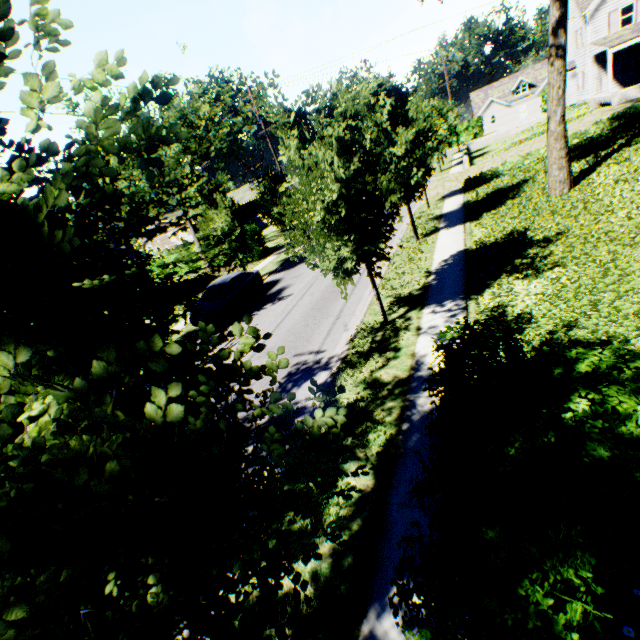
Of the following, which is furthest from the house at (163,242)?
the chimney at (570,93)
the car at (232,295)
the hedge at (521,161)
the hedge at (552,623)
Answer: the hedge at (552,623)

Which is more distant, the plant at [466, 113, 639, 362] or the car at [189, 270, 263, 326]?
the car at [189, 270, 263, 326]

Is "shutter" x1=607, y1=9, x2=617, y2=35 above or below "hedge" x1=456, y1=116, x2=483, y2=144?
above

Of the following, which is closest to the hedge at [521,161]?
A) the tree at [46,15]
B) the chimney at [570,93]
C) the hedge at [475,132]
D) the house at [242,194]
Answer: the tree at [46,15]

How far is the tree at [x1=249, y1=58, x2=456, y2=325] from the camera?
6.73m

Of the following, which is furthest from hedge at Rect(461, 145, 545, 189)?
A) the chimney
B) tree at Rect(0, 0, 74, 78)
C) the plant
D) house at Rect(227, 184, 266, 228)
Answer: house at Rect(227, 184, 266, 228)

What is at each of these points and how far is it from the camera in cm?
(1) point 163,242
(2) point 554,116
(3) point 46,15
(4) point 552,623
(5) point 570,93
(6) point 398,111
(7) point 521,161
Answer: (1) house, 4356
(2) tree, 1190
(3) tree, 145
(4) hedge, 203
(5) chimney, 3316
(6) tree, 1292
(7) hedge, 2044

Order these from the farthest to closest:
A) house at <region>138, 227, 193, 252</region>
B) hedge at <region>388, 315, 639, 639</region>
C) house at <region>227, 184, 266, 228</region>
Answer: house at <region>227, 184, 266, 228</region> → house at <region>138, 227, 193, 252</region> → hedge at <region>388, 315, 639, 639</region>
